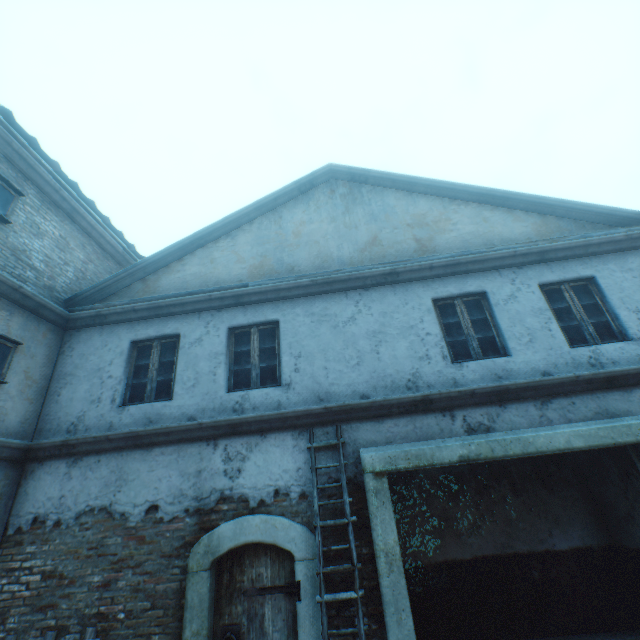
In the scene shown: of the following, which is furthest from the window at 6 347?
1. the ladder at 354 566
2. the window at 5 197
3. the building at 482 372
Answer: the ladder at 354 566

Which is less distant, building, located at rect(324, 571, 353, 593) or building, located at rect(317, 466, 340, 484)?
building, located at rect(324, 571, 353, 593)

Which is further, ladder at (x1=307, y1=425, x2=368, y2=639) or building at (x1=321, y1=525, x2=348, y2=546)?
building at (x1=321, y1=525, x2=348, y2=546)

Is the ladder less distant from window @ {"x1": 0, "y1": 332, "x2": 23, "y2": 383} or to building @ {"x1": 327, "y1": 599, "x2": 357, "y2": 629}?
building @ {"x1": 327, "y1": 599, "x2": 357, "y2": 629}

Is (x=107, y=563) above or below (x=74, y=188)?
below

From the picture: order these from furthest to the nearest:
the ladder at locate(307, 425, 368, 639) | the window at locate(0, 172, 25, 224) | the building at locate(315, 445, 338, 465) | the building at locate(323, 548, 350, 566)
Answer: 1. the window at locate(0, 172, 25, 224)
2. the building at locate(315, 445, 338, 465)
3. the building at locate(323, 548, 350, 566)
4. the ladder at locate(307, 425, 368, 639)

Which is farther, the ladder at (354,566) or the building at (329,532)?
the building at (329,532)
